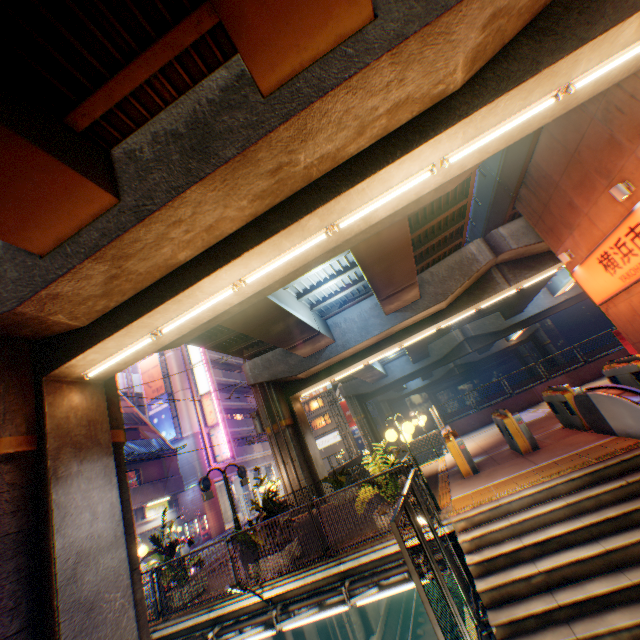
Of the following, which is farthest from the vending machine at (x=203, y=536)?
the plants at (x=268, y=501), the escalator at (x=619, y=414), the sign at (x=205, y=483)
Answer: the escalator at (x=619, y=414)

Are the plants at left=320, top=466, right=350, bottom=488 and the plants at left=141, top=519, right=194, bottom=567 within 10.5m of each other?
yes

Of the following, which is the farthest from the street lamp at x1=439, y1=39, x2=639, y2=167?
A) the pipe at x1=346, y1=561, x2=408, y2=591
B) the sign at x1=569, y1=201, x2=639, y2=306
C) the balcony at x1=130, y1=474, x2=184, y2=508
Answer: the balcony at x1=130, y1=474, x2=184, y2=508

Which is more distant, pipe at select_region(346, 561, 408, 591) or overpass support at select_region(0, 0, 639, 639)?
pipe at select_region(346, 561, 408, 591)

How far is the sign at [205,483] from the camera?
12.4m

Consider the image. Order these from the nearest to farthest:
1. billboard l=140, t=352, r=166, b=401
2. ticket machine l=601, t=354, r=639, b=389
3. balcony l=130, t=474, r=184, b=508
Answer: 1. ticket machine l=601, t=354, r=639, b=389
2. balcony l=130, t=474, r=184, b=508
3. billboard l=140, t=352, r=166, b=401

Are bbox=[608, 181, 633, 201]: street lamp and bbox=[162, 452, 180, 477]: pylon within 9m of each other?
no

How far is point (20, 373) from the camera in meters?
7.5 m
